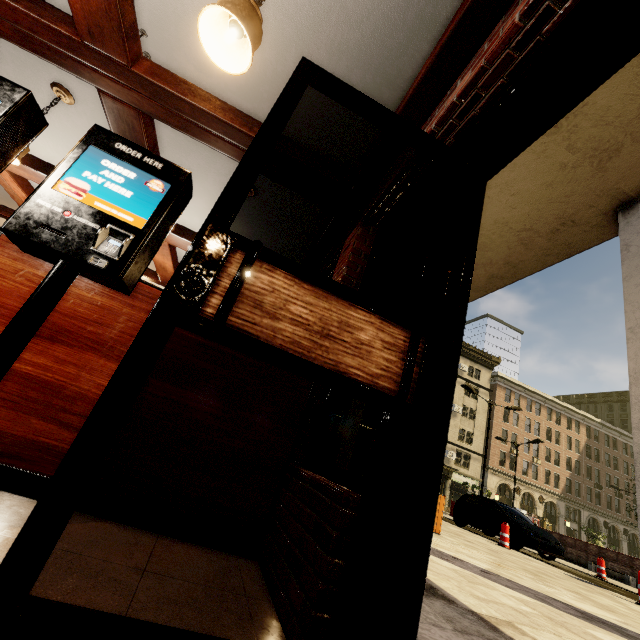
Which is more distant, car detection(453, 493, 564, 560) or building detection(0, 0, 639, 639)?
car detection(453, 493, 564, 560)

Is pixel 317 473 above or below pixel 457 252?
below

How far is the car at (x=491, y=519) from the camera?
10.9 meters

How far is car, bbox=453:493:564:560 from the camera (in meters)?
10.86

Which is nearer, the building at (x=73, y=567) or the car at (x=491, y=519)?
the building at (x=73, y=567)
